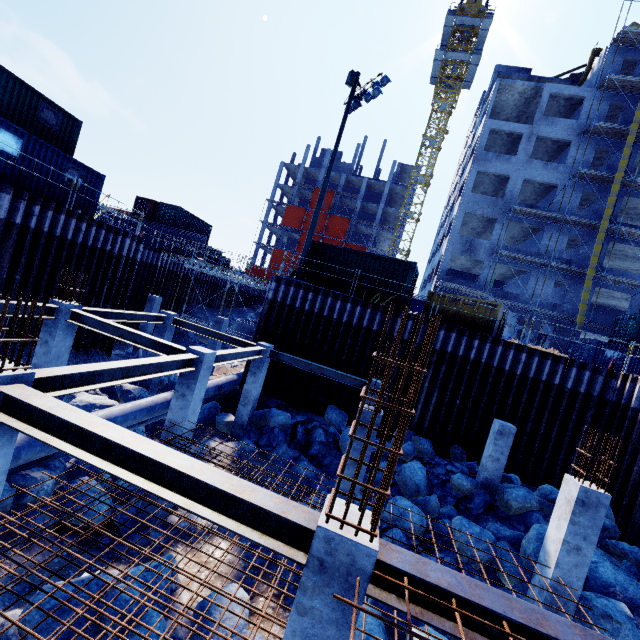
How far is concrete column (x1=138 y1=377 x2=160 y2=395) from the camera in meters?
14.8 m

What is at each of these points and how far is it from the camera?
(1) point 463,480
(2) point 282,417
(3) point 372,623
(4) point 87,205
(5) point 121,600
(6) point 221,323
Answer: (1) compgrassrocksplants, 11.9m
(2) compgrassrocksplants, 14.0m
(3) compgrassrocksplants, 6.3m
(4) cargo container, 17.0m
(5) compgrassrocksplants, 5.6m
(6) concrete column, 19.7m

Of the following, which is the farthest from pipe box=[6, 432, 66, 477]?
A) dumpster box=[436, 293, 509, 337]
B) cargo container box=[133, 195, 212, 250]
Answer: cargo container box=[133, 195, 212, 250]

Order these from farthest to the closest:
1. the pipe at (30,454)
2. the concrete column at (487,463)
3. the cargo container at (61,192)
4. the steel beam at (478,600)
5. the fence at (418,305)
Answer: the fence at (418,305) < the cargo container at (61,192) < the concrete column at (487,463) < the pipe at (30,454) < the steel beam at (478,600)

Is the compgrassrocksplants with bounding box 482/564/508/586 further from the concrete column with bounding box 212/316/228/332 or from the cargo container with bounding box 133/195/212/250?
the cargo container with bounding box 133/195/212/250

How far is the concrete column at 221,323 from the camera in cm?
1967

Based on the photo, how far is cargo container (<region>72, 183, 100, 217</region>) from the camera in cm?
1631

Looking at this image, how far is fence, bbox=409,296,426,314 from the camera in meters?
27.0 m
